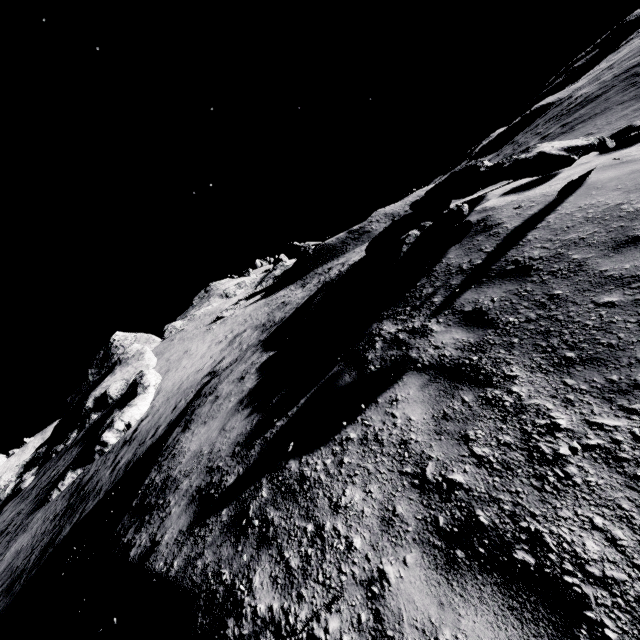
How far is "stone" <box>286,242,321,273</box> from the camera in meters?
42.5

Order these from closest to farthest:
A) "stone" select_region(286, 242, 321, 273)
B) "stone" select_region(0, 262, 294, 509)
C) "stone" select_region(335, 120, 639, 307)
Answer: "stone" select_region(335, 120, 639, 307) < "stone" select_region(0, 262, 294, 509) < "stone" select_region(286, 242, 321, 273)

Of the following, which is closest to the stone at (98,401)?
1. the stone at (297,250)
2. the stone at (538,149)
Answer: the stone at (538,149)

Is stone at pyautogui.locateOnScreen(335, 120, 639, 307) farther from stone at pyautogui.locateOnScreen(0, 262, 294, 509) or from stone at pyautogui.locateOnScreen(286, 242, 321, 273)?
stone at pyautogui.locateOnScreen(286, 242, 321, 273)

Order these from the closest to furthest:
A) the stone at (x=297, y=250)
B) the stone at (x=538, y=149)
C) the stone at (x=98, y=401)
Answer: the stone at (x=538, y=149) → the stone at (x=98, y=401) → the stone at (x=297, y=250)

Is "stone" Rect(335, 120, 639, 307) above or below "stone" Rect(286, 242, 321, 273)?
below

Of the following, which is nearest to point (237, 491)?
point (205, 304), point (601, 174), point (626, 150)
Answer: point (601, 174)

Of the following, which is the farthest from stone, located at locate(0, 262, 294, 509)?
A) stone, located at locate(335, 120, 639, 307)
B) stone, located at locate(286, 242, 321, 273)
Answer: stone, located at locate(286, 242, 321, 273)
